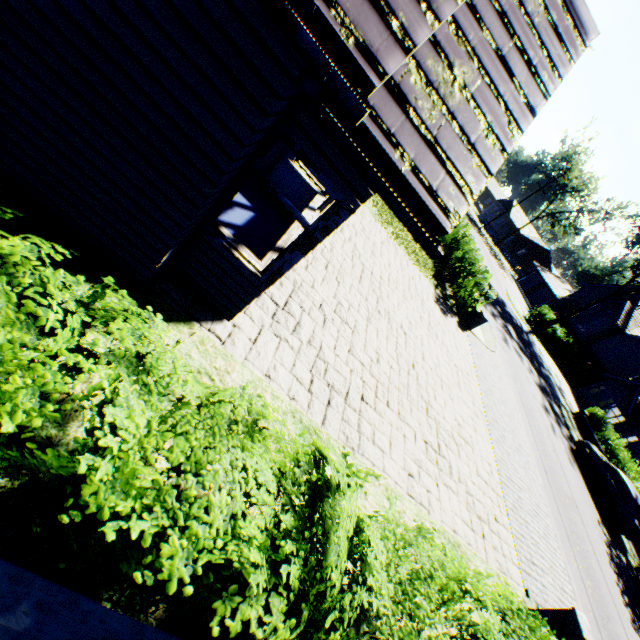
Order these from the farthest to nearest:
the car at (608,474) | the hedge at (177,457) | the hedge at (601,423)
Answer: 1. the hedge at (601,423)
2. the car at (608,474)
3. the hedge at (177,457)

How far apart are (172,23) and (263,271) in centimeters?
246cm

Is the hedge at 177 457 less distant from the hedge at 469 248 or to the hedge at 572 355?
the hedge at 469 248

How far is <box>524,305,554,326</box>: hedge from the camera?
33.3 meters

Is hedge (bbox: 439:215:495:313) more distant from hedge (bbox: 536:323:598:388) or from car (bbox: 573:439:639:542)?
hedge (bbox: 536:323:598:388)

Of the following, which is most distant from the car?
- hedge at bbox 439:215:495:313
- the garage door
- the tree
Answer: the tree

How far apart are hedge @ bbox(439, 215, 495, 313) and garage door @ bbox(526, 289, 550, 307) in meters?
37.1

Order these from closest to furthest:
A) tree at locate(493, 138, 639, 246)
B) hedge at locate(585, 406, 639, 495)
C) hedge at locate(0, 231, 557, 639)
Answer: hedge at locate(0, 231, 557, 639), hedge at locate(585, 406, 639, 495), tree at locate(493, 138, 639, 246)
